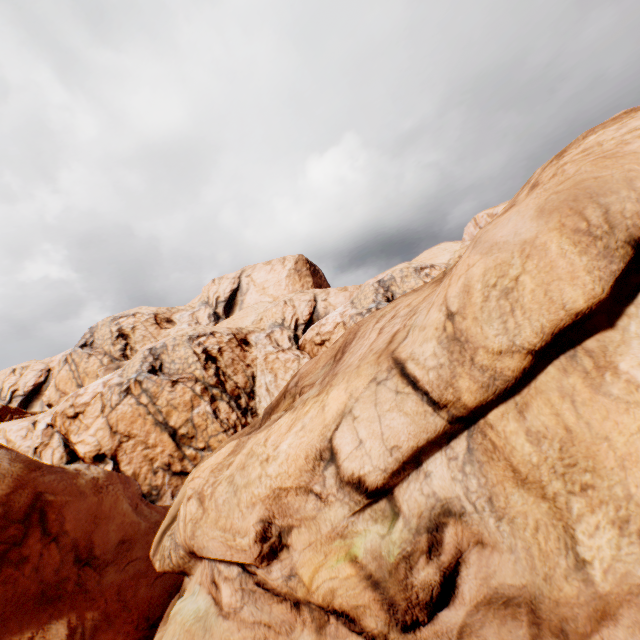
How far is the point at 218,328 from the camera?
40.3m
